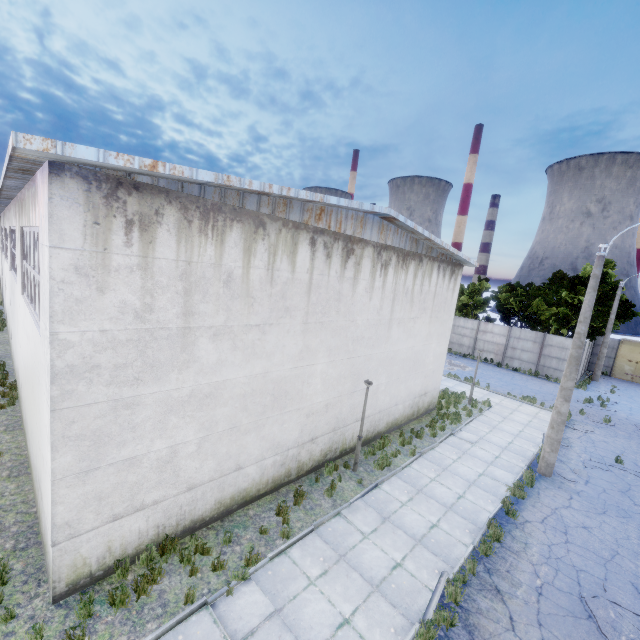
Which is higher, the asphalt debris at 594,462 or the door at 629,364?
the door at 629,364

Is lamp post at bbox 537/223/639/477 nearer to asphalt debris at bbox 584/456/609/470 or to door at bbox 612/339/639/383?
asphalt debris at bbox 584/456/609/470

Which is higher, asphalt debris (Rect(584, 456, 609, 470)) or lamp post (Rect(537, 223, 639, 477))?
lamp post (Rect(537, 223, 639, 477))

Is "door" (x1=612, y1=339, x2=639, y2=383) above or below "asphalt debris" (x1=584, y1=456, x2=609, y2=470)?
above

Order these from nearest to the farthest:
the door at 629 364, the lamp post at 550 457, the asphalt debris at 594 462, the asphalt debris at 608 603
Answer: the asphalt debris at 608 603 → the lamp post at 550 457 → the asphalt debris at 594 462 → the door at 629 364

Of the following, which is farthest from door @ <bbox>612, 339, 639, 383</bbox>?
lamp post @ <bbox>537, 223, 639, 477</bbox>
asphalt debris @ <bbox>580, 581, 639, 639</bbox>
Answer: asphalt debris @ <bbox>580, 581, 639, 639</bbox>

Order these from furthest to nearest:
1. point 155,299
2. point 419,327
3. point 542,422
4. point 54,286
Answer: point 542,422 → point 419,327 → point 155,299 → point 54,286

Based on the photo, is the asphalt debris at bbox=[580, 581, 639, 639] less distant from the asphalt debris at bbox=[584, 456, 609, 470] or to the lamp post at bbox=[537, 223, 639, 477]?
the lamp post at bbox=[537, 223, 639, 477]
